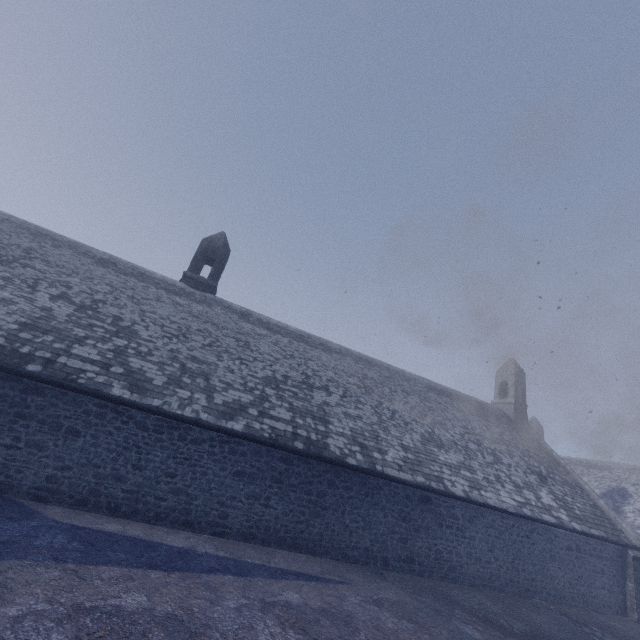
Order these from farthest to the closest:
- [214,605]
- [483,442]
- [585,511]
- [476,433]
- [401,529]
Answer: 1. [476,433]
2. [483,442]
3. [585,511]
4. [401,529]
5. [214,605]
